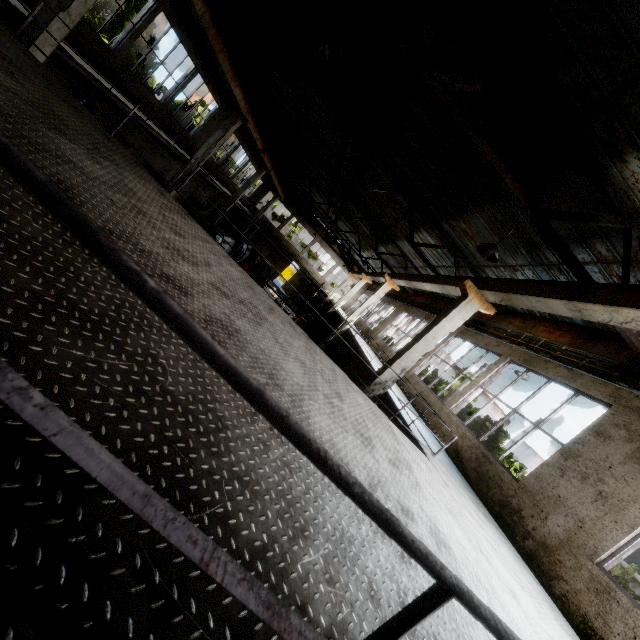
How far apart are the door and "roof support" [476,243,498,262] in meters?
35.9 m

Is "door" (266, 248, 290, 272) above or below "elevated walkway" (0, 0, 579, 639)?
below

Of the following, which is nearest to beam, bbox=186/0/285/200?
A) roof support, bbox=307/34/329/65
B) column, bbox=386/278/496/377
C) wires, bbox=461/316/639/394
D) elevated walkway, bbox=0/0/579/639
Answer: elevated walkway, bbox=0/0/579/639

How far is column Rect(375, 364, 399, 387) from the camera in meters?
9.1

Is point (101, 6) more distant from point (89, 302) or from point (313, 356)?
point (89, 302)

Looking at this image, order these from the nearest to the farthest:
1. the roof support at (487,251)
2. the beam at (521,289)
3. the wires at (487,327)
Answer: the beam at (521,289), the roof support at (487,251), the wires at (487,327)

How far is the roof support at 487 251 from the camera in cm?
550

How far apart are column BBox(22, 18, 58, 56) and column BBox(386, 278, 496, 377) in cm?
1110
